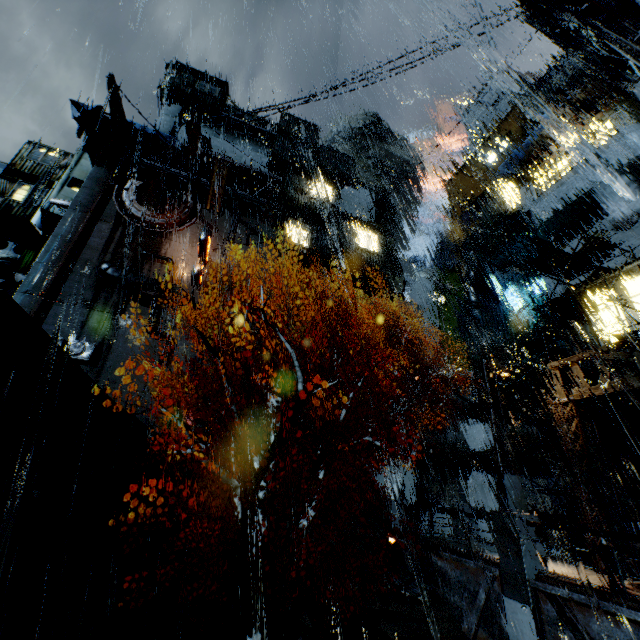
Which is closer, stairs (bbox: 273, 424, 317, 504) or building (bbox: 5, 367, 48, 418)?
building (bbox: 5, 367, 48, 418)

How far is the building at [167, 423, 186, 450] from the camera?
22.6m

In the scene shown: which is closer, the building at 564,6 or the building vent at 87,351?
the building at 564,6

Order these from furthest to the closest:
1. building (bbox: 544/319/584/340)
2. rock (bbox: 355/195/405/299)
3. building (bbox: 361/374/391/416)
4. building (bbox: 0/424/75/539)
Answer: rock (bbox: 355/195/405/299)
building (bbox: 361/374/391/416)
building (bbox: 544/319/584/340)
building (bbox: 0/424/75/539)

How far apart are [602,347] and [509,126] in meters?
32.4

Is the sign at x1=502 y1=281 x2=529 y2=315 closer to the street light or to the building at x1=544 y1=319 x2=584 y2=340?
the building at x1=544 y1=319 x2=584 y2=340

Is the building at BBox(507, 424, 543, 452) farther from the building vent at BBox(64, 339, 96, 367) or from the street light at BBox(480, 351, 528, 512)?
the street light at BBox(480, 351, 528, 512)

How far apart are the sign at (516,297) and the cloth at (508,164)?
7.17m
